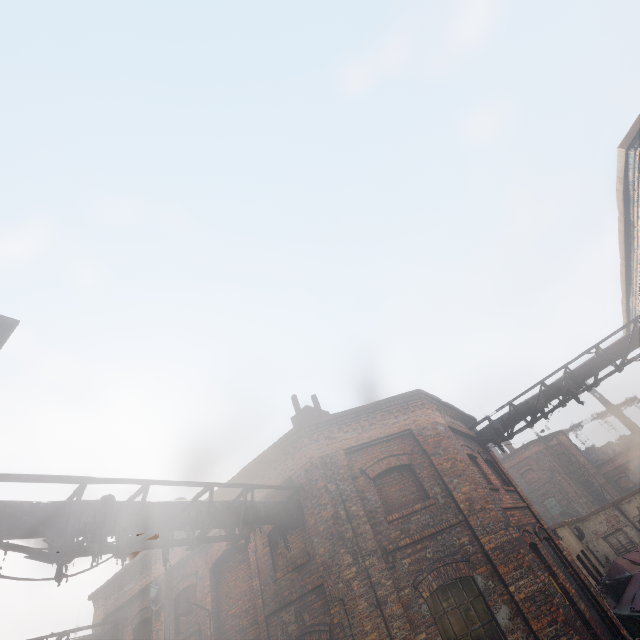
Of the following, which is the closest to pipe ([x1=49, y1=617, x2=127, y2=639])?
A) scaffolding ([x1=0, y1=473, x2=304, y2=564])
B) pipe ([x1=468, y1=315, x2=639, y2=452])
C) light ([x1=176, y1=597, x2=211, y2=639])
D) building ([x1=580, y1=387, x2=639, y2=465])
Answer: scaffolding ([x1=0, y1=473, x2=304, y2=564])

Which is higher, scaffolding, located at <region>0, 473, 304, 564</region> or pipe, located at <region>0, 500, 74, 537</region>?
pipe, located at <region>0, 500, 74, 537</region>

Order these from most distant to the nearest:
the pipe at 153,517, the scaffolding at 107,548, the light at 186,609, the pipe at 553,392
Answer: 1. the pipe at 553,392
2. the light at 186,609
3. the pipe at 153,517
4. the scaffolding at 107,548

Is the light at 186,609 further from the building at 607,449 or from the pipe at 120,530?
the building at 607,449

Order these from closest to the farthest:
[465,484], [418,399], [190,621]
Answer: [465,484], [190,621], [418,399]

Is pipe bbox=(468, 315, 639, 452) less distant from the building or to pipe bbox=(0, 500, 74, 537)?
pipe bbox=(0, 500, 74, 537)

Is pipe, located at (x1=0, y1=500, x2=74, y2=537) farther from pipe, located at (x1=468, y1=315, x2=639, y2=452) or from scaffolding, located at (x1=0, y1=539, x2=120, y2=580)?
pipe, located at (x1=468, y1=315, x2=639, y2=452)
